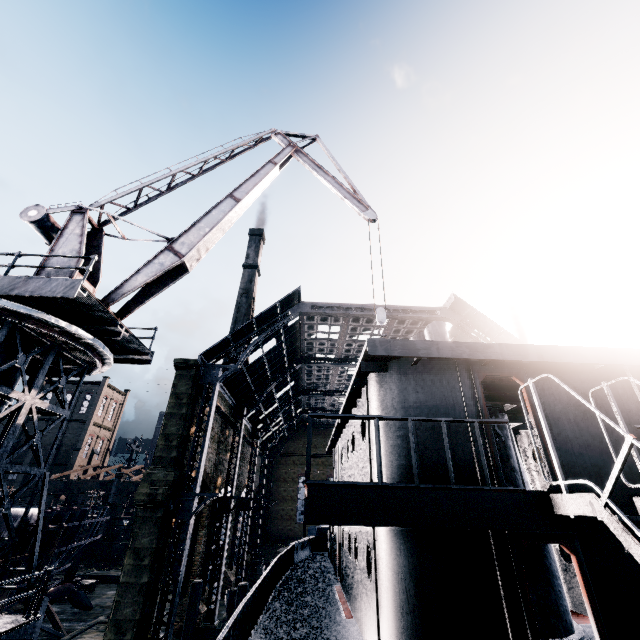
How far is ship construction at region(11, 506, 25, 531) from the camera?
18.1m

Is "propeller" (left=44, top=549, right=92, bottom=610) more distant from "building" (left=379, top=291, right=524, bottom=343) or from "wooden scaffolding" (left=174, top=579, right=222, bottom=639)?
"building" (left=379, top=291, right=524, bottom=343)

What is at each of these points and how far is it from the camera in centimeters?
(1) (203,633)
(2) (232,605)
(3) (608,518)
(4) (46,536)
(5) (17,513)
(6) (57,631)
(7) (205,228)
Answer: (1) wooden scaffolding, 1712cm
(2) wooden scaffolding, 1764cm
(3) ship, 390cm
(4) ship construction, 2597cm
(5) ship construction, 1834cm
(6) wooden support structure, 2398cm
(7) crane, 1413cm

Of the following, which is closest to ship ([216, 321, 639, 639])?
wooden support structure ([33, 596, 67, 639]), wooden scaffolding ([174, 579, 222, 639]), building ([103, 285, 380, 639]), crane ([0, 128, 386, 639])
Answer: wooden scaffolding ([174, 579, 222, 639])

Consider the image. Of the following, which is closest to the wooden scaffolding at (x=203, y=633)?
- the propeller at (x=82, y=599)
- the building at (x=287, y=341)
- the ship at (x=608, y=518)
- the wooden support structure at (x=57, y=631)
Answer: the ship at (x=608, y=518)

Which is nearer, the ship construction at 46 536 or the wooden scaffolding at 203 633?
the wooden scaffolding at 203 633

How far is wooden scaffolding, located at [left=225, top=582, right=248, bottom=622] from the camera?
17.4 meters
